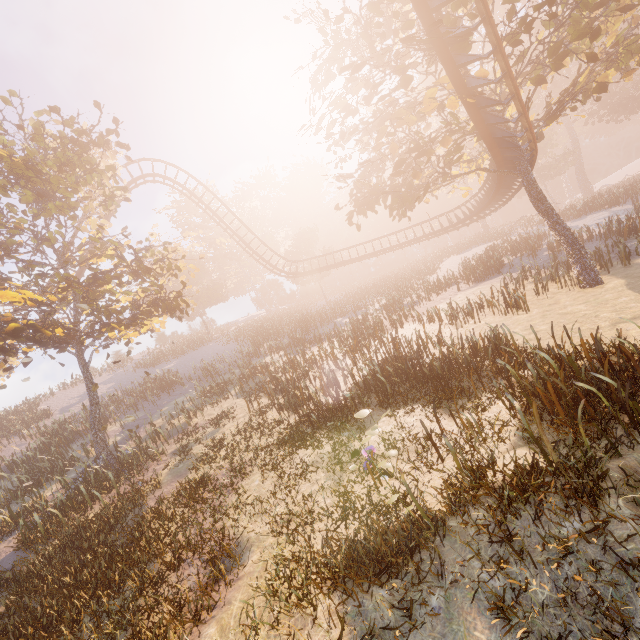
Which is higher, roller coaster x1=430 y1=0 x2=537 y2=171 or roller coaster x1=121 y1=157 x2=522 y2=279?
roller coaster x1=430 y1=0 x2=537 y2=171

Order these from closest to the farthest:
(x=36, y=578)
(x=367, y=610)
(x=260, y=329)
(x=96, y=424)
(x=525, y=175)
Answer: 1. (x=367, y=610)
2. (x=36, y=578)
3. (x=525, y=175)
4. (x=96, y=424)
5. (x=260, y=329)

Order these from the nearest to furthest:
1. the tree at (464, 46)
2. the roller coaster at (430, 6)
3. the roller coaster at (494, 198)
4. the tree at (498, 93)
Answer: the roller coaster at (430, 6) → the tree at (464, 46) → the tree at (498, 93) → the roller coaster at (494, 198)

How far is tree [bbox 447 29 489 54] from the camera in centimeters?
973cm

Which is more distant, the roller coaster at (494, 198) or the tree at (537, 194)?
the roller coaster at (494, 198)

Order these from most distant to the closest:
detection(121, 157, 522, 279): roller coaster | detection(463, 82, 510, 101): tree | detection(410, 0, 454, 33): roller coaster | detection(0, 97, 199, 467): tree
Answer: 1. detection(121, 157, 522, 279): roller coaster
2. detection(0, 97, 199, 467): tree
3. detection(463, 82, 510, 101): tree
4. detection(410, 0, 454, 33): roller coaster

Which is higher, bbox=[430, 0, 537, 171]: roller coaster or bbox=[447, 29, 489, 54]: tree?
bbox=[447, 29, 489, 54]: tree

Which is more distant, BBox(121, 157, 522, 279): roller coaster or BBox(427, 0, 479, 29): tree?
BBox(121, 157, 522, 279): roller coaster
